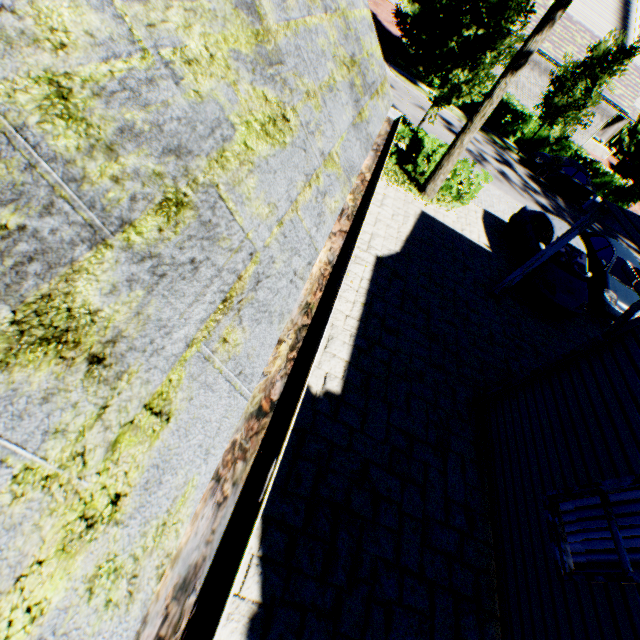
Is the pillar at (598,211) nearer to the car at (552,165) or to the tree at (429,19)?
the tree at (429,19)

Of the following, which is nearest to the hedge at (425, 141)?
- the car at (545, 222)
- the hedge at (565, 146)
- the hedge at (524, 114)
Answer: the car at (545, 222)

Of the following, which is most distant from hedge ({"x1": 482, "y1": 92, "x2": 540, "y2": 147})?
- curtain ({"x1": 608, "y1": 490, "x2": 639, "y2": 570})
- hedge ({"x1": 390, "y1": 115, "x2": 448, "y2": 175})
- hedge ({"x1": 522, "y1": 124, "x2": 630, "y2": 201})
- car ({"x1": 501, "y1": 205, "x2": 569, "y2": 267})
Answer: curtain ({"x1": 608, "y1": 490, "x2": 639, "y2": 570})

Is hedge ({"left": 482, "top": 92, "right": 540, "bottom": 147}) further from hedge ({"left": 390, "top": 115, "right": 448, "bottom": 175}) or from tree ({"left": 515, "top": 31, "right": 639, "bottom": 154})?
hedge ({"left": 390, "top": 115, "right": 448, "bottom": 175})

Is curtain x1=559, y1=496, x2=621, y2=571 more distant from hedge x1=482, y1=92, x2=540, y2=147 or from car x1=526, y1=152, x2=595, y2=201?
hedge x1=482, y1=92, x2=540, y2=147

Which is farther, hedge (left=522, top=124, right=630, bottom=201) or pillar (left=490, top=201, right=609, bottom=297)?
hedge (left=522, top=124, right=630, bottom=201)

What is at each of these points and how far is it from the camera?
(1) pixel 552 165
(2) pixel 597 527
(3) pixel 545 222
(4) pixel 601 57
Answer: (1) car, 21.1 meters
(2) curtain, 4.2 meters
(3) car, 11.0 meters
(4) tree, 18.5 meters

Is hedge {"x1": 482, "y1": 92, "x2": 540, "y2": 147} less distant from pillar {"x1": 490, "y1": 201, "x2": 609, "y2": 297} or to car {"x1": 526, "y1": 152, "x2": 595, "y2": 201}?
car {"x1": 526, "y1": 152, "x2": 595, "y2": 201}
